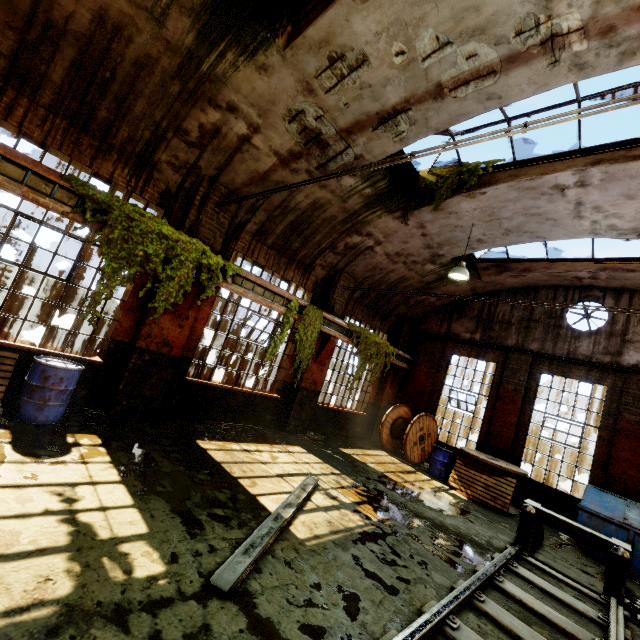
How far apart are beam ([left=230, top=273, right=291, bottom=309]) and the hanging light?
4.44m

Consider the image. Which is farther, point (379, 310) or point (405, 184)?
point (379, 310)

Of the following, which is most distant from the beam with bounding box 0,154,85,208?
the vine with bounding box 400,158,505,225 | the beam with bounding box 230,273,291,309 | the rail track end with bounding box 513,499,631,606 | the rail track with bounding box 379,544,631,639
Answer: the rail track end with bounding box 513,499,631,606

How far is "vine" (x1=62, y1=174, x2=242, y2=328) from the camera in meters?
5.6

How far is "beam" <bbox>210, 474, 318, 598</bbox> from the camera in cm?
313

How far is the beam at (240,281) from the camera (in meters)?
7.87

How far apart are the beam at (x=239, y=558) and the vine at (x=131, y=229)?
4.24m

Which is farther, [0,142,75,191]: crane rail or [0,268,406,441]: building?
[0,268,406,441]: building
